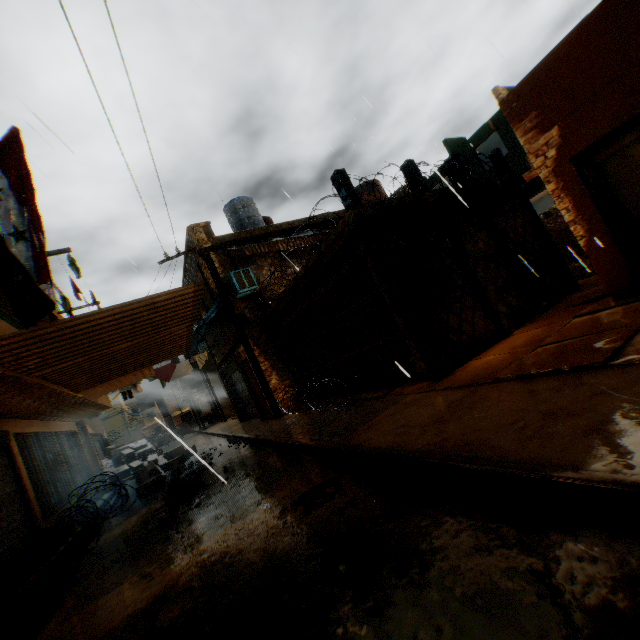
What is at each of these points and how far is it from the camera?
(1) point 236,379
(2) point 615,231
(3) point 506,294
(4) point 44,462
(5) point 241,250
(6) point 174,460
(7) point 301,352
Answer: (1) rolling overhead door, 16.27m
(2) door frame, 5.20m
(3) building, 7.58m
(4) building, 9.94m
(5) awning, 11.29m
(6) cardboard box, 10.94m
(7) wooden gate, 11.17m

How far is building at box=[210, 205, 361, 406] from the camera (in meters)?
8.19

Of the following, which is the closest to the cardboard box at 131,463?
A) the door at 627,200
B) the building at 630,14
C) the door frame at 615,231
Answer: the building at 630,14

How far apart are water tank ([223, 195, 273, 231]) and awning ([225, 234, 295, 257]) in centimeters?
220cm

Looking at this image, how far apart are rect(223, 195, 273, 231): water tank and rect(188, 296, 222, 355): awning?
4.03m

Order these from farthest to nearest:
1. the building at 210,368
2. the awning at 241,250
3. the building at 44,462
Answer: the building at 210,368 < the awning at 241,250 < the building at 44,462

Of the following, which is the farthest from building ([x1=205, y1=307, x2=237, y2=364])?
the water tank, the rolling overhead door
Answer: the water tank

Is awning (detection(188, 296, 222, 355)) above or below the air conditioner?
below
